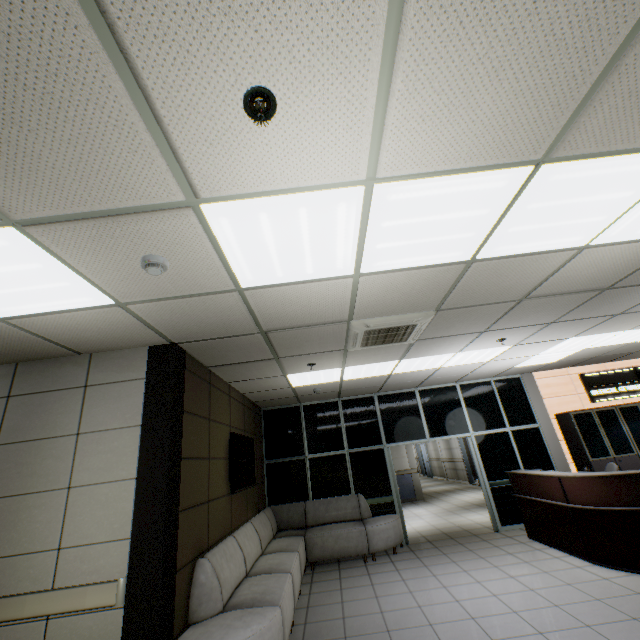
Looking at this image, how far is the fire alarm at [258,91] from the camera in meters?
1.3

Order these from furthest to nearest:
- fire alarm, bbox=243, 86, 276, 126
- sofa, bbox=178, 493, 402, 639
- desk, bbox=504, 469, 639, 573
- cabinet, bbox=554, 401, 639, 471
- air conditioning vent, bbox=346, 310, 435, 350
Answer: cabinet, bbox=554, 401, 639, 471
desk, bbox=504, 469, 639, 573
air conditioning vent, bbox=346, 310, 435, 350
sofa, bbox=178, 493, 402, 639
fire alarm, bbox=243, 86, 276, 126

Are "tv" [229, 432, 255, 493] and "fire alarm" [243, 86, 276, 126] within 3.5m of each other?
no

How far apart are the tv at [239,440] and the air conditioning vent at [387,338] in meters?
2.3

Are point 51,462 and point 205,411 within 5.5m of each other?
yes

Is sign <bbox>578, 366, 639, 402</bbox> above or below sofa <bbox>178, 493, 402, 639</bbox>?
above

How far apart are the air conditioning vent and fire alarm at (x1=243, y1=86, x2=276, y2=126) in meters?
2.6 m

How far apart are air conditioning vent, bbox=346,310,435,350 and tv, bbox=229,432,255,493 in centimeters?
226cm
